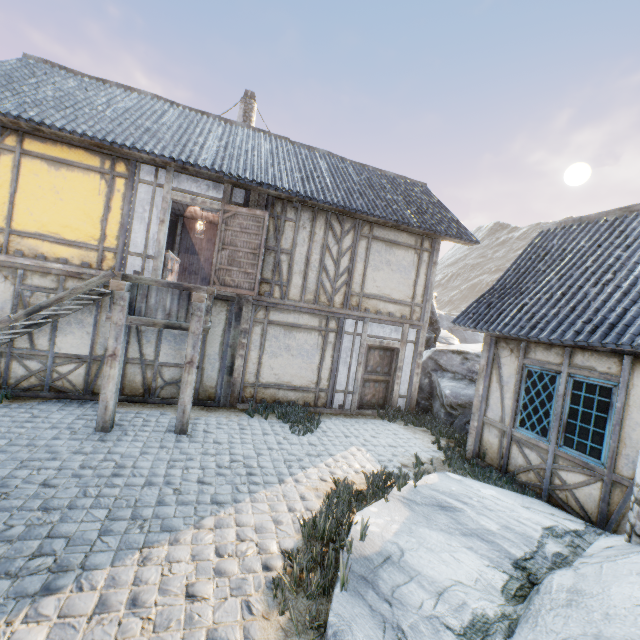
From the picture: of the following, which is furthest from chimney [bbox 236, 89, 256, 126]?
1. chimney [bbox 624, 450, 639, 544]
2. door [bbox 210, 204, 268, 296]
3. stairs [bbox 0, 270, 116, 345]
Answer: chimney [bbox 624, 450, 639, 544]

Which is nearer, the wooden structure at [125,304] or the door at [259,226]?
the wooden structure at [125,304]

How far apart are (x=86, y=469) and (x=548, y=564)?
6.2 meters

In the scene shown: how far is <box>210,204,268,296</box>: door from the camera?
8.2m

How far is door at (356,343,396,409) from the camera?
9.8 meters

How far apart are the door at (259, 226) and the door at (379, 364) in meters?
3.6

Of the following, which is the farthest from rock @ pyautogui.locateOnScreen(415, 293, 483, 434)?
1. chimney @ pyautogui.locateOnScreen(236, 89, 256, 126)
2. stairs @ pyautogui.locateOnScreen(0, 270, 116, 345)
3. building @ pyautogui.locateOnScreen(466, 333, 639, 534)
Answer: chimney @ pyautogui.locateOnScreen(236, 89, 256, 126)

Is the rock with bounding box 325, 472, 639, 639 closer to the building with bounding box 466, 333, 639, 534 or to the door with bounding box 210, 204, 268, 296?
the building with bounding box 466, 333, 639, 534
